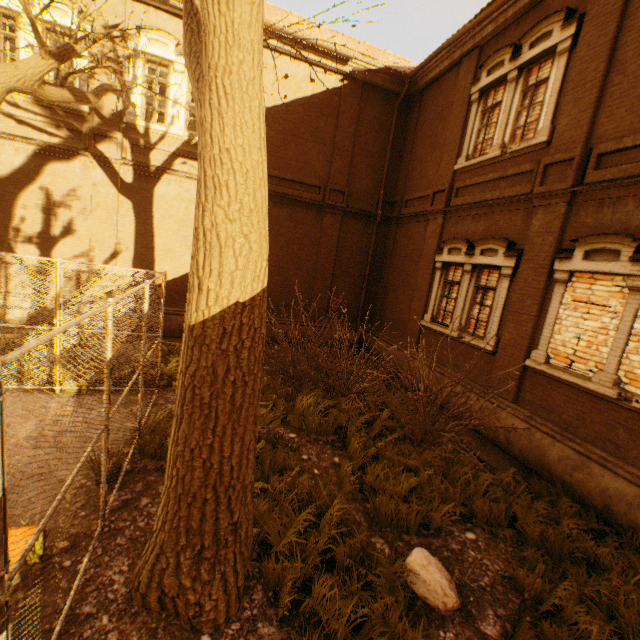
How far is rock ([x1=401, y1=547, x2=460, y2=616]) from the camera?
3.7m

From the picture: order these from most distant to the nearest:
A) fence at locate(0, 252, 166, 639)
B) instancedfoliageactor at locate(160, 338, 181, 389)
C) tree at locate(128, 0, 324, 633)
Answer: instancedfoliageactor at locate(160, 338, 181, 389) < tree at locate(128, 0, 324, 633) < fence at locate(0, 252, 166, 639)

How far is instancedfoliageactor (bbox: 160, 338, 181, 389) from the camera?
8.4 meters

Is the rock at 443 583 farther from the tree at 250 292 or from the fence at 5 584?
the fence at 5 584

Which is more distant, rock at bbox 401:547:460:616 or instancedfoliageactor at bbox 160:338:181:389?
instancedfoliageactor at bbox 160:338:181:389

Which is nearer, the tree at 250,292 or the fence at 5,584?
the fence at 5,584

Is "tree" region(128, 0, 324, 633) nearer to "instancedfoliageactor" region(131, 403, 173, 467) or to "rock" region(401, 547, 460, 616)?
"instancedfoliageactor" region(131, 403, 173, 467)

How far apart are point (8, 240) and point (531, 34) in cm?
1592
